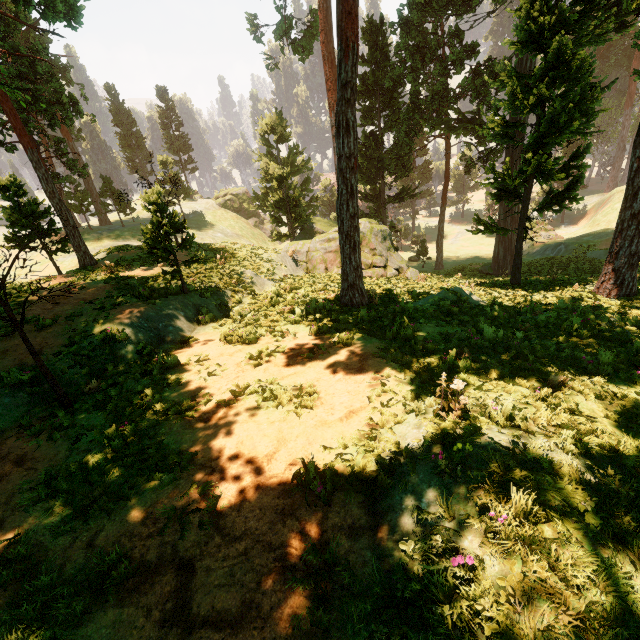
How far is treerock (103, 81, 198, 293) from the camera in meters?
10.2

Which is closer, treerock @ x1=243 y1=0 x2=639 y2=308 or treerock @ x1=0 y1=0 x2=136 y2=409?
treerock @ x1=0 y1=0 x2=136 y2=409

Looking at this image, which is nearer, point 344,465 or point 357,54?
point 344,465

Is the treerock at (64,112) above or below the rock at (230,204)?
above

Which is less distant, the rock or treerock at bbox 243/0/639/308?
treerock at bbox 243/0/639/308

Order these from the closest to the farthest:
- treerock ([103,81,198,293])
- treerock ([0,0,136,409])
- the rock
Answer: treerock ([0,0,136,409])
treerock ([103,81,198,293])
the rock

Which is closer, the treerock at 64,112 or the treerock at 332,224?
the treerock at 64,112
